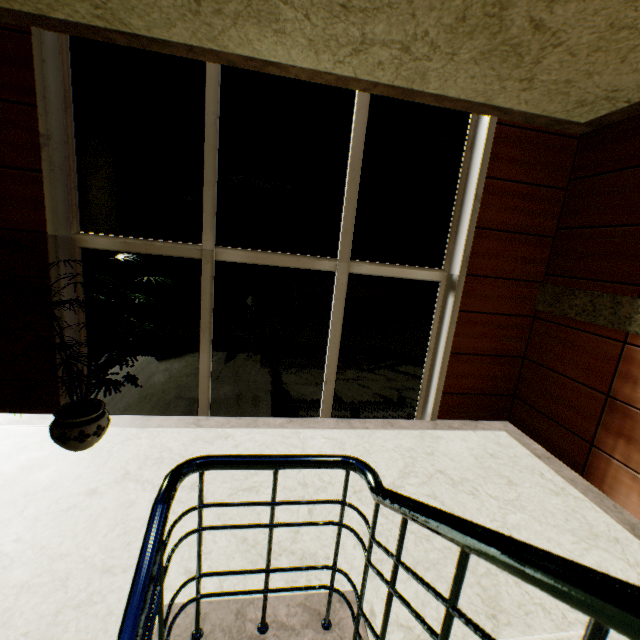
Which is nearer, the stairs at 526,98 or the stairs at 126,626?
the stairs at 126,626

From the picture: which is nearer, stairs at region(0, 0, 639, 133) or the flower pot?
stairs at region(0, 0, 639, 133)

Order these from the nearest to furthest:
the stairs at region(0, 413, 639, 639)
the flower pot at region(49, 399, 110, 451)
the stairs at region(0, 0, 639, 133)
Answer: the stairs at region(0, 413, 639, 639)
the stairs at region(0, 0, 639, 133)
the flower pot at region(49, 399, 110, 451)

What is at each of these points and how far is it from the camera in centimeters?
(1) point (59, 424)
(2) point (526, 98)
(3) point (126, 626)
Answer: (1) flower pot, 256cm
(2) stairs, 274cm
(3) stairs, 87cm

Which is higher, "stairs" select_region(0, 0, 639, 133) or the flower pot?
"stairs" select_region(0, 0, 639, 133)

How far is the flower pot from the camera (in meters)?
2.55

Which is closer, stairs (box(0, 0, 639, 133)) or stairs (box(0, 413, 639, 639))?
stairs (box(0, 413, 639, 639))

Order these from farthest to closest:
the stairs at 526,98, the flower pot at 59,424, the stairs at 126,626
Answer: the flower pot at 59,424, the stairs at 526,98, the stairs at 126,626
